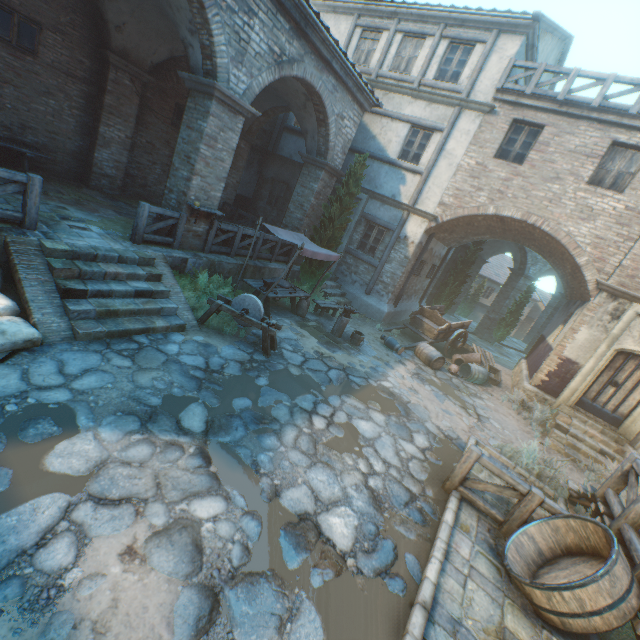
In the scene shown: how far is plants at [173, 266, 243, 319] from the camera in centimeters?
781cm

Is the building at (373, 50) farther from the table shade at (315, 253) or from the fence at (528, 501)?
the fence at (528, 501)

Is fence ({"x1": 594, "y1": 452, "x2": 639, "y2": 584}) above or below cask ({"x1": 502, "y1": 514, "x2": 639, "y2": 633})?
above

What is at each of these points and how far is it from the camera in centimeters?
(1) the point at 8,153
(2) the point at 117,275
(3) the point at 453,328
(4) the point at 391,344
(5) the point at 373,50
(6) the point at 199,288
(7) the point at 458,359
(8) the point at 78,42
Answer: (1) building, 921cm
(2) stairs, 645cm
(3) cart, 1368cm
(4) ceramic pot, 1152cm
(5) building, 1359cm
(6) plants, 839cm
(7) wicker basket, 1362cm
(8) building, 917cm

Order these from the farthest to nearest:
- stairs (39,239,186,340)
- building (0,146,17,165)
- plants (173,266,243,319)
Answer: building (0,146,17,165) → plants (173,266,243,319) → stairs (39,239,186,340)

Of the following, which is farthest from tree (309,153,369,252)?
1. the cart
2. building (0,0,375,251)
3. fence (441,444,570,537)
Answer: fence (441,444,570,537)

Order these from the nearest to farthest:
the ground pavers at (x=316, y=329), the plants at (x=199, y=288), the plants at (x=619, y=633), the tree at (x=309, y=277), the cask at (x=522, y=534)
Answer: the cask at (x=522, y=534) → the plants at (x=619, y=633) → the plants at (x=199, y=288) → the ground pavers at (x=316, y=329) → the tree at (x=309, y=277)

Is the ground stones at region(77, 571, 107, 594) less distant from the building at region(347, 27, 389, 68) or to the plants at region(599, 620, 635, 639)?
the building at region(347, 27, 389, 68)
